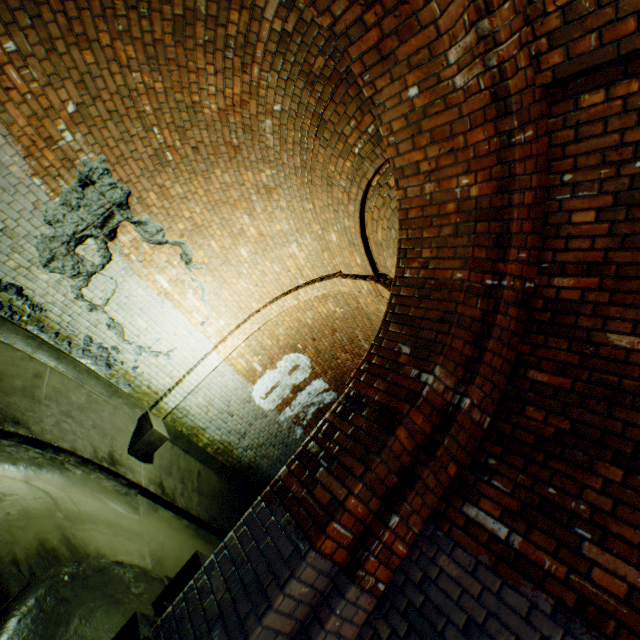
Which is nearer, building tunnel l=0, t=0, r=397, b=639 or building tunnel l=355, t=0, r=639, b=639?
building tunnel l=355, t=0, r=639, b=639

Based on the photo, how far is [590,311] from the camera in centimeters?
228cm

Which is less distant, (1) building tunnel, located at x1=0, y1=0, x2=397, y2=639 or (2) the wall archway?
(2) the wall archway

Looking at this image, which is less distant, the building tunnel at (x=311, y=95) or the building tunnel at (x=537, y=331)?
the building tunnel at (x=537, y=331)

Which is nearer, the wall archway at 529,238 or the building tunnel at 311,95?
the wall archway at 529,238
